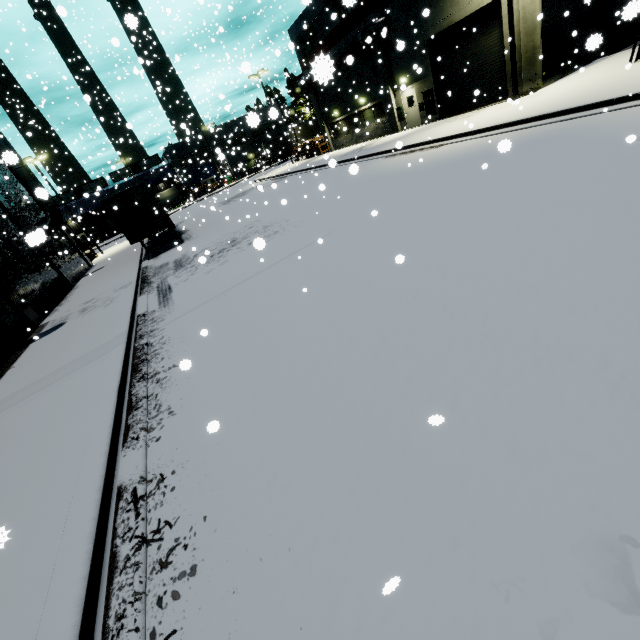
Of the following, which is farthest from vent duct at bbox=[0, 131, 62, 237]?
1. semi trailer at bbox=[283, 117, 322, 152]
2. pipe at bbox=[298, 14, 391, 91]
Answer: pipe at bbox=[298, 14, 391, 91]

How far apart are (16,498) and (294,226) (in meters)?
10.74

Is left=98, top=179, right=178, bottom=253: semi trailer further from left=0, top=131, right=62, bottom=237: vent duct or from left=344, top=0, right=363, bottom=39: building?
left=0, top=131, right=62, bottom=237: vent duct

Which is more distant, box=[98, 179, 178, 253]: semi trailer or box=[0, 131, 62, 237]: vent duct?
box=[98, 179, 178, 253]: semi trailer

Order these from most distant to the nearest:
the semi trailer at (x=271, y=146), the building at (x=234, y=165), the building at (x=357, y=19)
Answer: the semi trailer at (x=271, y=146)
the building at (x=357, y=19)
the building at (x=234, y=165)

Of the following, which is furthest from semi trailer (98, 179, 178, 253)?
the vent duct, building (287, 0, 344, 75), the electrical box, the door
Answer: the electrical box

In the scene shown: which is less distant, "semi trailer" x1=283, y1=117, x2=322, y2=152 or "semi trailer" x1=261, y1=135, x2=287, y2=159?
"semi trailer" x1=283, y1=117, x2=322, y2=152

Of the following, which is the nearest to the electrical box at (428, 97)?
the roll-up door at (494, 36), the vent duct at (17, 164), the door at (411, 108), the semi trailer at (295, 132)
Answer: the roll-up door at (494, 36)
